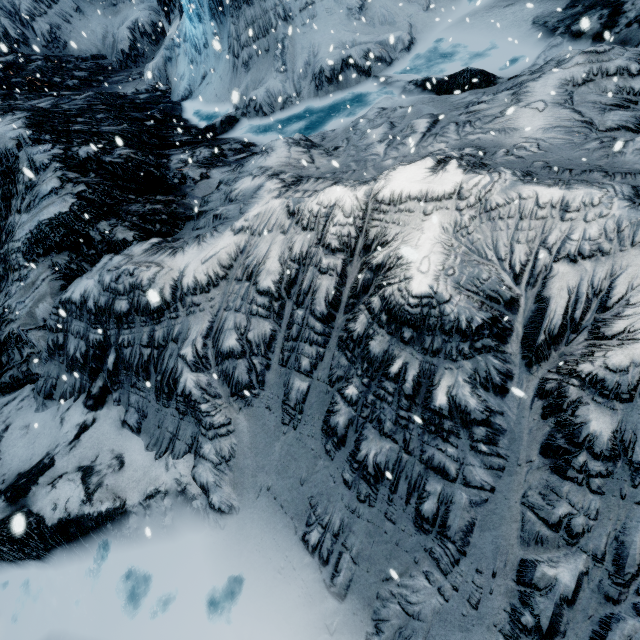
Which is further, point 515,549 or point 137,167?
point 137,167
